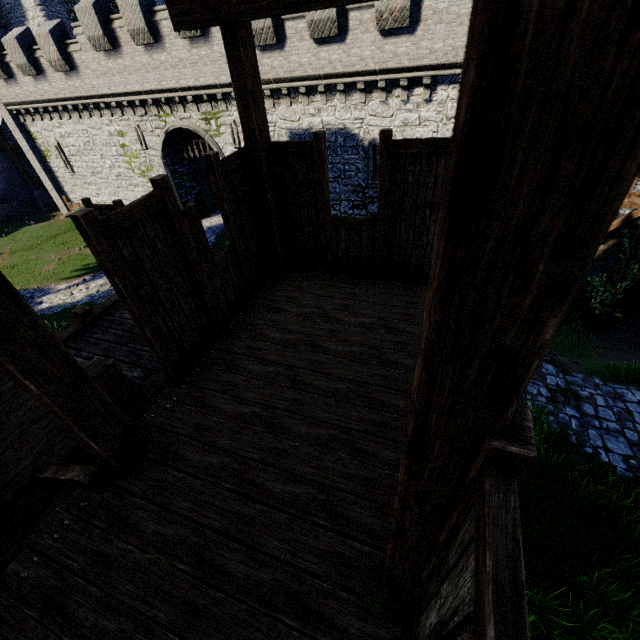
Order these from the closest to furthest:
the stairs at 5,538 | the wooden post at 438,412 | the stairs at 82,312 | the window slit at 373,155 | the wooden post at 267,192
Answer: the wooden post at 438,412, the stairs at 5,538, the wooden post at 267,192, the stairs at 82,312, the window slit at 373,155

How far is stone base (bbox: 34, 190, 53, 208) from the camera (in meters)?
29.71

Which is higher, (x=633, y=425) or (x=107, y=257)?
(x=107, y=257)

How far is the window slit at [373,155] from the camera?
Answer: 16.5m

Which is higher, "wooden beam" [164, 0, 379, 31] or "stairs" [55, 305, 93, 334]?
"wooden beam" [164, 0, 379, 31]

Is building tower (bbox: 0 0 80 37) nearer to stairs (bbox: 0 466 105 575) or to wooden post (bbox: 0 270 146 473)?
stairs (bbox: 0 466 105 575)

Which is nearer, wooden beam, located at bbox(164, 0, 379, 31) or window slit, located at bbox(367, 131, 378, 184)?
wooden beam, located at bbox(164, 0, 379, 31)

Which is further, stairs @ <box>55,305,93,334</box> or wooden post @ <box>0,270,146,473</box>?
stairs @ <box>55,305,93,334</box>
